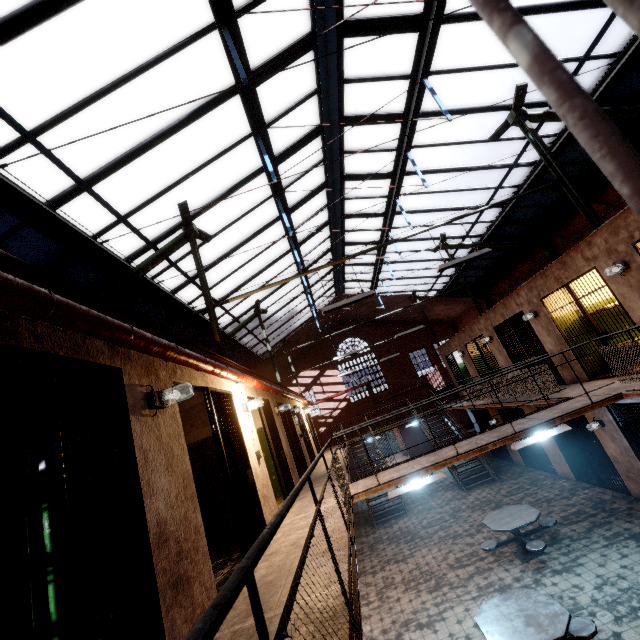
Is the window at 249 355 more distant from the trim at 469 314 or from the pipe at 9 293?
the pipe at 9 293

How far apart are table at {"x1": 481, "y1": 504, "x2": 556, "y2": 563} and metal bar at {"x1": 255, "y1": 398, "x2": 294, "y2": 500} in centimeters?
459cm

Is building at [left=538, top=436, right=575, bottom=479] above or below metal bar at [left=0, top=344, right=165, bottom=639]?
below

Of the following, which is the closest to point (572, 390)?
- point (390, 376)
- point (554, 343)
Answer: point (554, 343)

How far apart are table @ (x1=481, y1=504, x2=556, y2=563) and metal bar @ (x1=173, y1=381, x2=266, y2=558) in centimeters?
561cm

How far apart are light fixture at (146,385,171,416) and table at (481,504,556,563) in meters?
7.9 m

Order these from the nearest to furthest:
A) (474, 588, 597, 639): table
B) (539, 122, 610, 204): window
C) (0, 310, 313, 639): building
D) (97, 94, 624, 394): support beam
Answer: (0, 310, 313, 639): building < (474, 588, 597, 639): table < (97, 94, 624, 394): support beam < (539, 122, 610, 204): window

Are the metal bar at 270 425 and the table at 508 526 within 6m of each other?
yes
